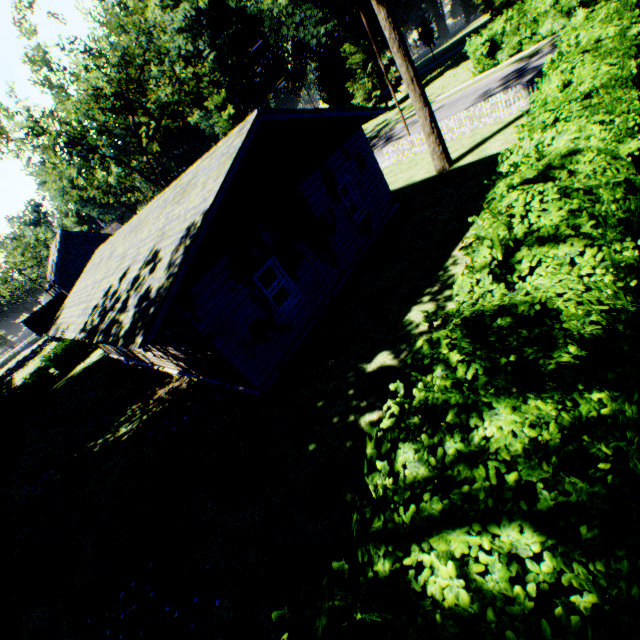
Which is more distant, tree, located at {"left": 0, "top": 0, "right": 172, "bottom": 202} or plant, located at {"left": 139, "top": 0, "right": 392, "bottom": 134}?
plant, located at {"left": 139, "top": 0, "right": 392, "bottom": 134}

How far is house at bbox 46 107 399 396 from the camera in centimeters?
796cm

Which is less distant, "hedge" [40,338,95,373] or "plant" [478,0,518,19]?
"hedge" [40,338,95,373]

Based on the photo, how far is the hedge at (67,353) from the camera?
30.47m

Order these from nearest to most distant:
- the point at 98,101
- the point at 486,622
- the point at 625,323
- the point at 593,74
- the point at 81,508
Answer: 1. the point at 486,622
2. the point at 625,323
3. the point at 593,74
4. the point at 81,508
5. the point at 98,101

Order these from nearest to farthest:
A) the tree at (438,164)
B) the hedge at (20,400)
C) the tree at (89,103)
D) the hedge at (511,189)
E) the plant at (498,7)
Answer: the hedge at (511,189) < the tree at (438,164) < the hedge at (20,400) < the tree at (89,103) < the plant at (498,7)

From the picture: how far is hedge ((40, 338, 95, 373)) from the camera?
30.47m

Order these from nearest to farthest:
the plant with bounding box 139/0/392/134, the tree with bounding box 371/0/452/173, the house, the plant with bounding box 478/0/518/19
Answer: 1. the house
2. the tree with bounding box 371/0/452/173
3. the plant with bounding box 478/0/518/19
4. the plant with bounding box 139/0/392/134
